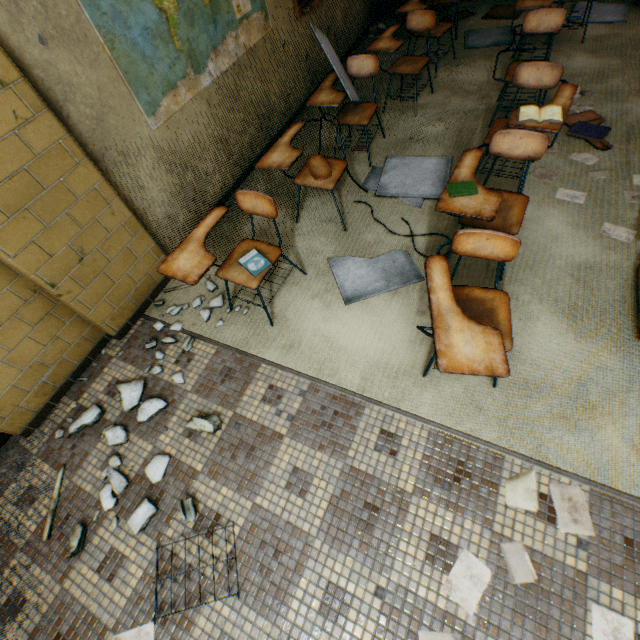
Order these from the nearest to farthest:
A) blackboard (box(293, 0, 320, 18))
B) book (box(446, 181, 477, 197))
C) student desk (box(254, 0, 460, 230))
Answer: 1. book (box(446, 181, 477, 197))
2. student desk (box(254, 0, 460, 230))
3. blackboard (box(293, 0, 320, 18))

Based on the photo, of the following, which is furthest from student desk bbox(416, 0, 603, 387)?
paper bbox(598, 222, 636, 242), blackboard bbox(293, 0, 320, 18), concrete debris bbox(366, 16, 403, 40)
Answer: concrete debris bbox(366, 16, 403, 40)

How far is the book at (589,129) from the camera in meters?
3.0 m

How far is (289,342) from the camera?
2.38m

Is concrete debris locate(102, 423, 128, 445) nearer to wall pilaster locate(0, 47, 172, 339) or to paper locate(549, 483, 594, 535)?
wall pilaster locate(0, 47, 172, 339)

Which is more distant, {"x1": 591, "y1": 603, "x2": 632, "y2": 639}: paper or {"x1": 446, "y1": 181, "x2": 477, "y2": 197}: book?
{"x1": 446, "y1": 181, "x2": 477, "y2": 197}: book

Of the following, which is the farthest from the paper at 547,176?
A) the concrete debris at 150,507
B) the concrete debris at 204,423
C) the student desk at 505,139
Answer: the concrete debris at 150,507

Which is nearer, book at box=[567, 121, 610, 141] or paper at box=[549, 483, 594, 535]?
paper at box=[549, 483, 594, 535]
